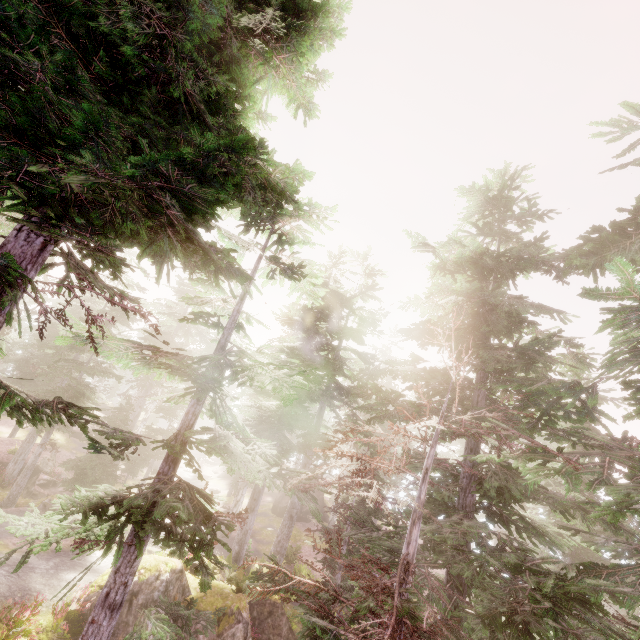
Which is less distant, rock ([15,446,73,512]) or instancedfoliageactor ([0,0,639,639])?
instancedfoliageactor ([0,0,639,639])

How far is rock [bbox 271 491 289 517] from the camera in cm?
3366

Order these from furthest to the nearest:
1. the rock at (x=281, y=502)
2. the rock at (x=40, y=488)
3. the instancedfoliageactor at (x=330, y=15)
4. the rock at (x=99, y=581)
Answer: the rock at (x=281, y=502)
the rock at (x=40, y=488)
the rock at (x=99, y=581)
the instancedfoliageactor at (x=330, y=15)

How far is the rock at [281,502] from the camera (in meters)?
33.66

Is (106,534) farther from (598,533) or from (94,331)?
(598,533)

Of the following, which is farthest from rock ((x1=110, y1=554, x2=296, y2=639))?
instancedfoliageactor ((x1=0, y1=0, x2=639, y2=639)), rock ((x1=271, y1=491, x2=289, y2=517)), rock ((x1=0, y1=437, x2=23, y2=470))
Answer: rock ((x1=0, y1=437, x2=23, y2=470))

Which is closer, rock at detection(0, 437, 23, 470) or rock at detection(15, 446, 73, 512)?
rock at detection(15, 446, 73, 512)

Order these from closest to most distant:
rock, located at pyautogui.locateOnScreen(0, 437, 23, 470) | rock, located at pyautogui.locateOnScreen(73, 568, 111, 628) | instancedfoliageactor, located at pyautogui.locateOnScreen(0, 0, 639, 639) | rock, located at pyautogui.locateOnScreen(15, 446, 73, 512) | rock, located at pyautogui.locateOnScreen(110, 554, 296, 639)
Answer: instancedfoliageactor, located at pyautogui.locateOnScreen(0, 0, 639, 639) < rock, located at pyautogui.locateOnScreen(73, 568, 111, 628) < rock, located at pyautogui.locateOnScreen(110, 554, 296, 639) < rock, located at pyautogui.locateOnScreen(15, 446, 73, 512) < rock, located at pyautogui.locateOnScreen(0, 437, 23, 470)
